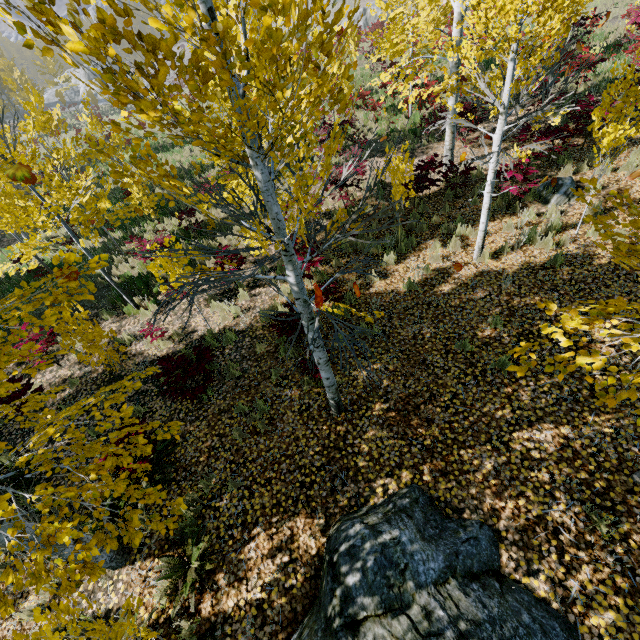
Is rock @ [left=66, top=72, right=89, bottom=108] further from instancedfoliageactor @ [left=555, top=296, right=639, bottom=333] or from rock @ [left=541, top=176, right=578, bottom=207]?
rock @ [left=541, top=176, right=578, bottom=207]

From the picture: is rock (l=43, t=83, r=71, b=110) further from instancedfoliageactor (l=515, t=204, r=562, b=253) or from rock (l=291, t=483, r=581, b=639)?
rock (l=291, t=483, r=581, b=639)

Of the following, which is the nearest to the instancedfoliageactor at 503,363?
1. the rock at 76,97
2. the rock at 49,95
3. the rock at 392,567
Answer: the rock at 49,95

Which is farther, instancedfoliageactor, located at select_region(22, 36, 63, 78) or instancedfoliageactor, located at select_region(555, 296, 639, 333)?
instancedfoliageactor, located at select_region(555, 296, 639, 333)

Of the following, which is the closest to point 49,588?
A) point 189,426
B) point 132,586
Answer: point 132,586

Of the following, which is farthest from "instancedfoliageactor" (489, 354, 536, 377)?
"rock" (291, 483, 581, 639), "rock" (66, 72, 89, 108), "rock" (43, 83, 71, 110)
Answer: "rock" (66, 72, 89, 108)

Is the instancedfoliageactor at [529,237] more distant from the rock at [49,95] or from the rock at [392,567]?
the rock at [392,567]

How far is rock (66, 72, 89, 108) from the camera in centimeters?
4744cm
